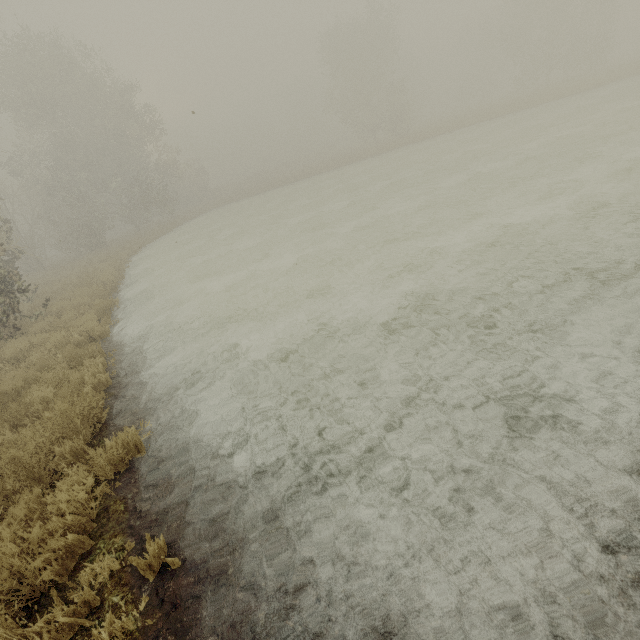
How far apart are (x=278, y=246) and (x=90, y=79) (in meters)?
26.08
